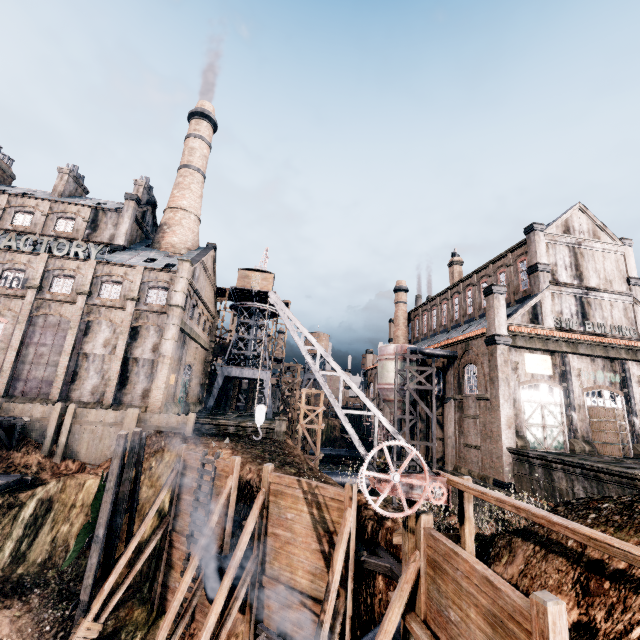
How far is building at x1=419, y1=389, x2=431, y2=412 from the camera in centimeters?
3653cm

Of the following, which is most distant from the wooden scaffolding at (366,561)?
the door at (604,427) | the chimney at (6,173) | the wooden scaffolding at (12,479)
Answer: the chimney at (6,173)

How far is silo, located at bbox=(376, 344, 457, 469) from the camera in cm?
3195

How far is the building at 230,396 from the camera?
55.4 meters

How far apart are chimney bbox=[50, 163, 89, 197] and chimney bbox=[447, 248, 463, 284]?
52.74m

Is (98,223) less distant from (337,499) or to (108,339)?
(108,339)

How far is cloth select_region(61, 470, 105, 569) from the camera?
16.2 meters

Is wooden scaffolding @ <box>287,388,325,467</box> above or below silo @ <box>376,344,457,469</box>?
below
